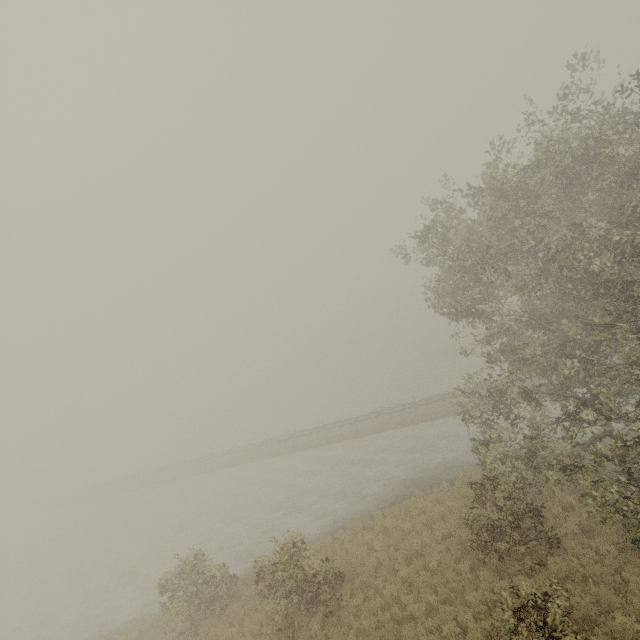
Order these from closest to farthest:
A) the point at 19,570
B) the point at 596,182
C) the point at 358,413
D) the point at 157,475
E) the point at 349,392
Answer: the point at 596,182 → the point at 19,570 → the point at 358,413 → the point at 157,475 → the point at 349,392
